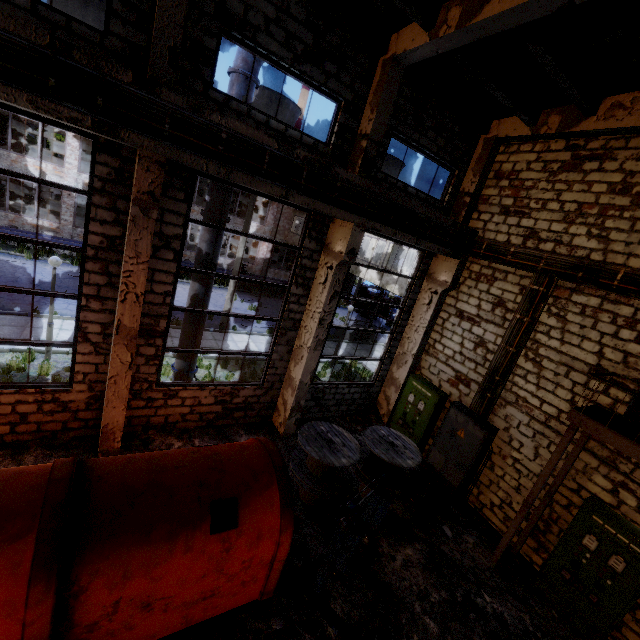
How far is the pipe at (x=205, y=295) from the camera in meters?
8.4 m

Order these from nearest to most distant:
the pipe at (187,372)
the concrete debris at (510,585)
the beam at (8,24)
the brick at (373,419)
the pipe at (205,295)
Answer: the beam at (8,24)
the concrete debris at (510,585)
the pipe at (205,295)
the pipe at (187,372)
the brick at (373,419)

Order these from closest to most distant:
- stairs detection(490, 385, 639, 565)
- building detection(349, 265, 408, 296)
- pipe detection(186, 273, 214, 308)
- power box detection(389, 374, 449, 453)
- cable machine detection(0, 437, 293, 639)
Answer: cable machine detection(0, 437, 293, 639)
stairs detection(490, 385, 639, 565)
pipe detection(186, 273, 214, 308)
power box detection(389, 374, 449, 453)
building detection(349, 265, 408, 296)

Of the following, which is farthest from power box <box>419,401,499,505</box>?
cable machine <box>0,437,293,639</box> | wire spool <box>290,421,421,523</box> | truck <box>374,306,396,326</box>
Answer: truck <box>374,306,396,326</box>

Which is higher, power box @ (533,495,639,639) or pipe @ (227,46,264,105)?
pipe @ (227,46,264,105)

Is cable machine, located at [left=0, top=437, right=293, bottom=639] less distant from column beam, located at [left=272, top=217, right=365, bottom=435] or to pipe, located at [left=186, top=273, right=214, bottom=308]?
column beam, located at [left=272, top=217, right=365, bottom=435]

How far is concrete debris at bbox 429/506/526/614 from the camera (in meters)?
7.02

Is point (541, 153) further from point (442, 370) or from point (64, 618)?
point (64, 618)
